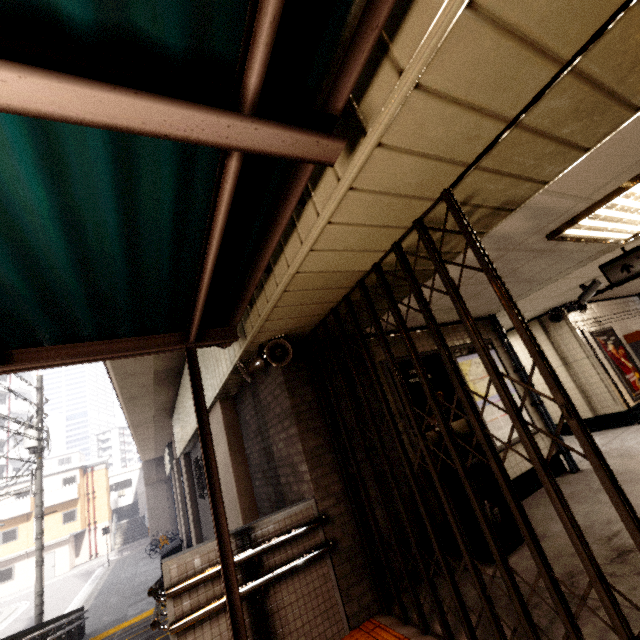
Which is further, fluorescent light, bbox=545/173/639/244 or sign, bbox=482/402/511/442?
sign, bbox=482/402/511/442

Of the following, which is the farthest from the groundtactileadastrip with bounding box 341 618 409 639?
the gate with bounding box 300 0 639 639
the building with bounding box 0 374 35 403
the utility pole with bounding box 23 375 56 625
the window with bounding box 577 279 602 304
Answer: the building with bounding box 0 374 35 403

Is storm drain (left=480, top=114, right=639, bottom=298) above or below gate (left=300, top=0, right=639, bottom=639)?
above

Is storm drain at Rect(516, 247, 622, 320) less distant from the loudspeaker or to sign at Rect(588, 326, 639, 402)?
sign at Rect(588, 326, 639, 402)

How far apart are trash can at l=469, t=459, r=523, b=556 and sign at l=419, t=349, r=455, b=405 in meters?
0.1 m

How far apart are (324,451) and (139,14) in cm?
378

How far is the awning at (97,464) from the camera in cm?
3622

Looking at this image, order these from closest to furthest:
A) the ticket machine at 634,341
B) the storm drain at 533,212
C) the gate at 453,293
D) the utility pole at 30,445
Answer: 1. the gate at 453,293
2. the storm drain at 533,212
3. the ticket machine at 634,341
4. the utility pole at 30,445
